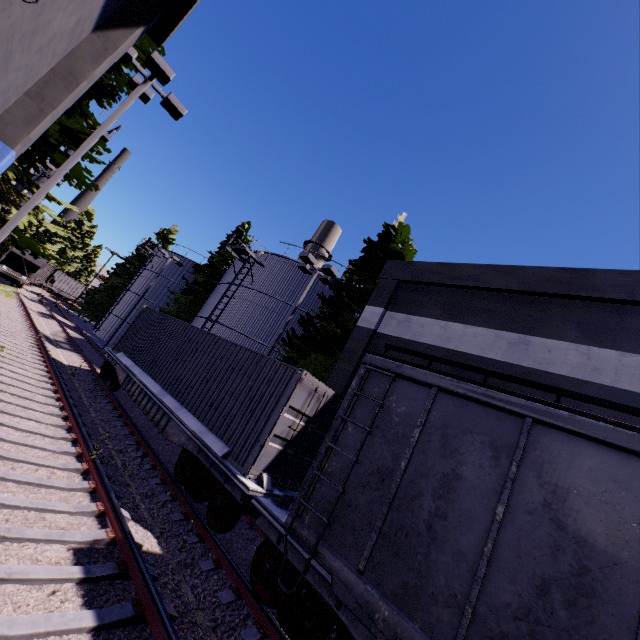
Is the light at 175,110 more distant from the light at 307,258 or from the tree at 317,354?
the light at 307,258

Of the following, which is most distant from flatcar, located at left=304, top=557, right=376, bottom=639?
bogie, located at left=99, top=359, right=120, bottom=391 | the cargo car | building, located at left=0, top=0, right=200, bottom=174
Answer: bogie, located at left=99, top=359, right=120, bottom=391

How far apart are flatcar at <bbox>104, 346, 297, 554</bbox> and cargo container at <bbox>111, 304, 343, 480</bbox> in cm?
1

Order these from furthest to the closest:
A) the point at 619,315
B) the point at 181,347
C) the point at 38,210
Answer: the point at 181,347, the point at 38,210, the point at 619,315

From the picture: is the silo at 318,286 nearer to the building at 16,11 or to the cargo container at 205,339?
the cargo container at 205,339

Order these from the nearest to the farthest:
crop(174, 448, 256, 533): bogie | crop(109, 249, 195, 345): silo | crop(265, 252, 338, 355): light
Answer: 1. crop(174, 448, 256, 533): bogie
2. crop(265, 252, 338, 355): light
3. crop(109, 249, 195, 345): silo

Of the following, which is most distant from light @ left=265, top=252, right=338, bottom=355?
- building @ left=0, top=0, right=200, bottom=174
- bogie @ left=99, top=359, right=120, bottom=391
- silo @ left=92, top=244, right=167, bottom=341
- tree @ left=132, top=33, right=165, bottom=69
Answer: silo @ left=92, top=244, right=167, bottom=341

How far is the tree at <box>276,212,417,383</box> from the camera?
15.55m
